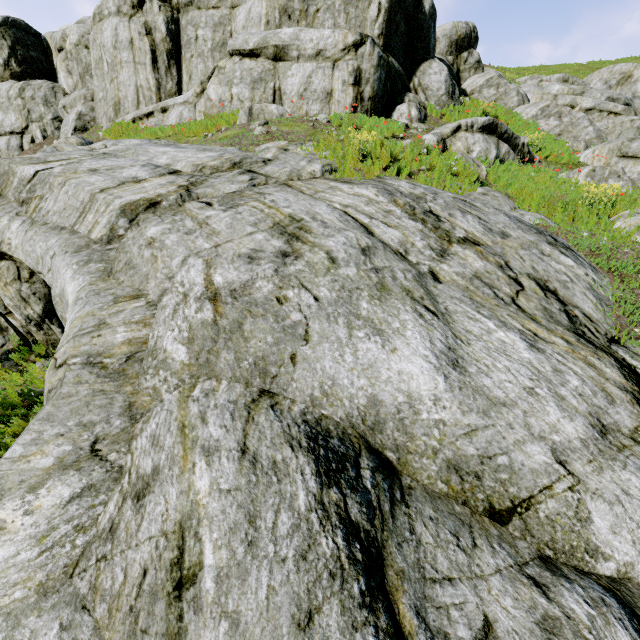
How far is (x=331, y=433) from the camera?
2.2m

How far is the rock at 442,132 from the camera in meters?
8.6 m

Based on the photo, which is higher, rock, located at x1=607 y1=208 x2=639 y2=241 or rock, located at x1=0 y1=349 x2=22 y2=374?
rock, located at x1=607 y1=208 x2=639 y2=241

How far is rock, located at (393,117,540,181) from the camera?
8.6m

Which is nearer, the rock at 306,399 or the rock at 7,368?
the rock at 306,399

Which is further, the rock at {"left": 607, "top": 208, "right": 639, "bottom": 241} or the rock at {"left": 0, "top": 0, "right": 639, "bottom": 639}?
the rock at {"left": 607, "top": 208, "right": 639, "bottom": 241}
